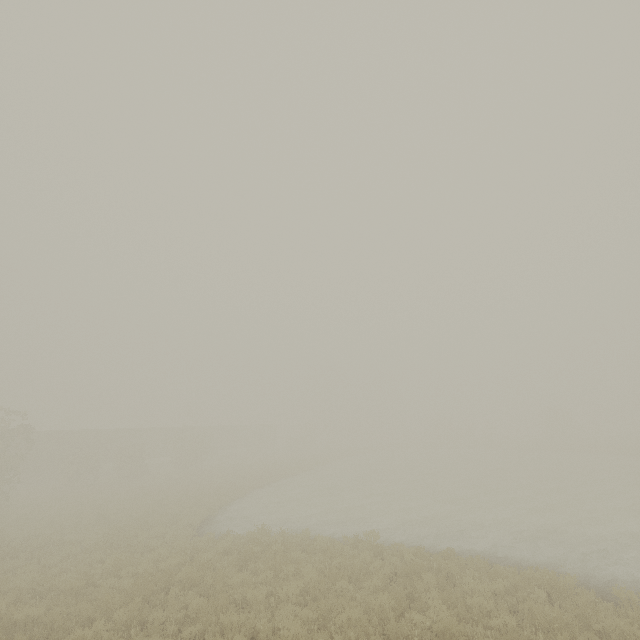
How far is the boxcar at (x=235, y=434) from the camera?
51.6 meters

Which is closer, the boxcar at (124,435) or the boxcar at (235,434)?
the boxcar at (124,435)

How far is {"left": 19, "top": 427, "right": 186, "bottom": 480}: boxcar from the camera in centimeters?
3244cm

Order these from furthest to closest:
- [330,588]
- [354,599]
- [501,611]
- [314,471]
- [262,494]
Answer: [314,471] → [262,494] → [330,588] → [354,599] → [501,611]

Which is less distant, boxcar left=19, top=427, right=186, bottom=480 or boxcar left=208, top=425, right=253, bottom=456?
boxcar left=19, top=427, right=186, bottom=480
